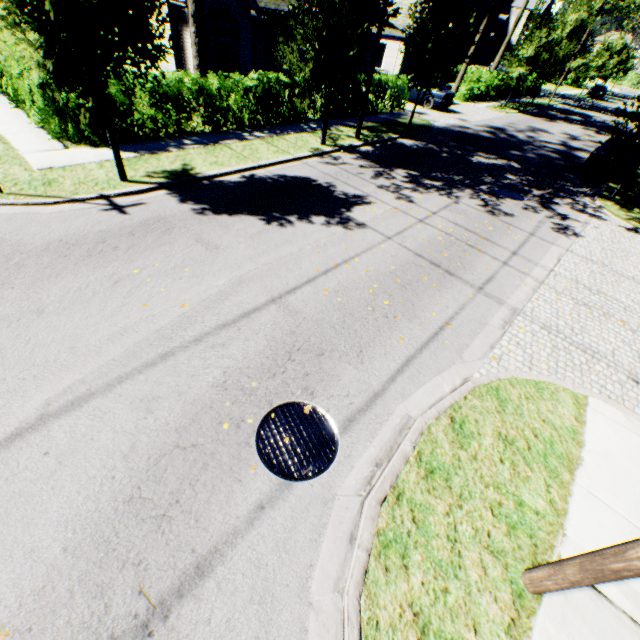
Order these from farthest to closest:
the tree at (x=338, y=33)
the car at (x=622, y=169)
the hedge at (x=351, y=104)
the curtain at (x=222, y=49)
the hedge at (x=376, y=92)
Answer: the curtain at (x=222, y=49) → the hedge at (x=376, y=92) → the hedge at (x=351, y=104) → the car at (x=622, y=169) → the tree at (x=338, y=33)

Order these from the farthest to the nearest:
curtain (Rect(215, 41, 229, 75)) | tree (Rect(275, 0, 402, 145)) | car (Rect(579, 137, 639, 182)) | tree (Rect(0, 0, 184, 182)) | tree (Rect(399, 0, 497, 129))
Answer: curtain (Rect(215, 41, 229, 75))
car (Rect(579, 137, 639, 182))
tree (Rect(399, 0, 497, 129))
tree (Rect(275, 0, 402, 145))
tree (Rect(0, 0, 184, 182))

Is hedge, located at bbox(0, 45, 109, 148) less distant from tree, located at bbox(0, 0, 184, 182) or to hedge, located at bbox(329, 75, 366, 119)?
tree, located at bbox(0, 0, 184, 182)

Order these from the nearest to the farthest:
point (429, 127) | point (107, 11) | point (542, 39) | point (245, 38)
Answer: point (107, 11)
point (429, 127)
point (245, 38)
point (542, 39)

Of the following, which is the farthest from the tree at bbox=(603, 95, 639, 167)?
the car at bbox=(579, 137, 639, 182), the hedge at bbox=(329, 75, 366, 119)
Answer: the hedge at bbox=(329, 75, 366, 119)

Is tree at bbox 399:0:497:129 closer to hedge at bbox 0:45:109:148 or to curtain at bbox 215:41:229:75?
hedge at bbox 0:45:109:148

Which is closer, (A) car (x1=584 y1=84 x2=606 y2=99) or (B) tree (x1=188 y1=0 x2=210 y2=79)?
(B) tree (x1=188 y1=0 x2=210 y2=79)

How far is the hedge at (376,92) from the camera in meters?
17.8
